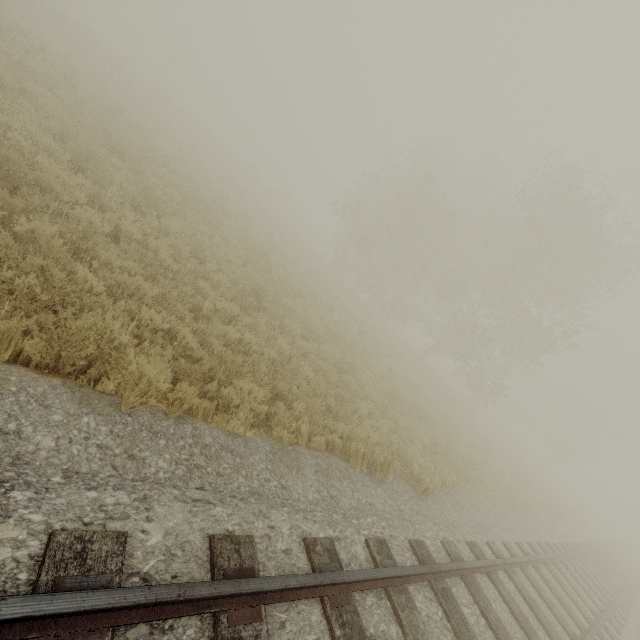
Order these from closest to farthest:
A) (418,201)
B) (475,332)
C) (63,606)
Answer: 1. (63,606)
2. (418,201)
3. (475,332)
